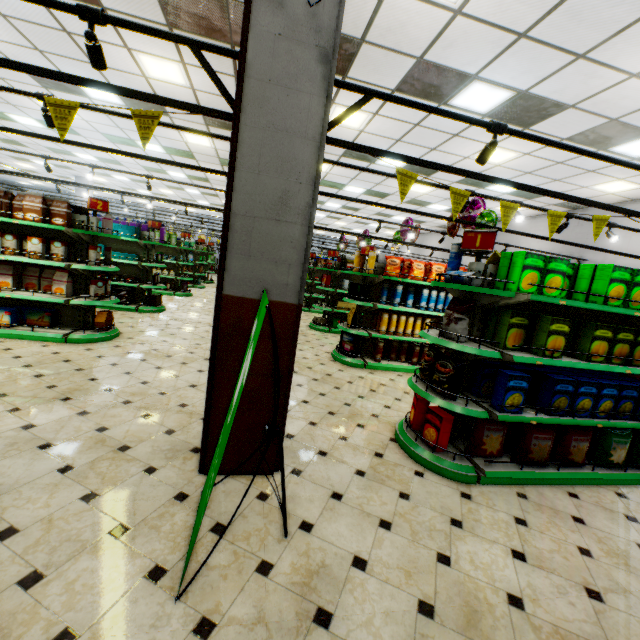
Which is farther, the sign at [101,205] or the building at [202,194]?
the building at [202,194]

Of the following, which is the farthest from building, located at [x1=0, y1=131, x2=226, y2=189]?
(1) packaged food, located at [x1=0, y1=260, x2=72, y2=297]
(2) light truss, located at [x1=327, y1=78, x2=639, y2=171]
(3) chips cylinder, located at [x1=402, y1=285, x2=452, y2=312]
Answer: (3) chips cylinder, located at [x1=402, y1=285, x2=452, y2=312]

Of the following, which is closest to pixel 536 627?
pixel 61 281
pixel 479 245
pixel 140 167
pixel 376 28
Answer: pixel 479 245

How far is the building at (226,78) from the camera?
5.23m

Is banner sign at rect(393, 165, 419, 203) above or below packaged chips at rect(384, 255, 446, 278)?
above

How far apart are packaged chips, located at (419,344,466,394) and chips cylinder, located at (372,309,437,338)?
2.6 meters

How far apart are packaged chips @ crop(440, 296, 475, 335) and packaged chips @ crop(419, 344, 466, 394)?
0.2m

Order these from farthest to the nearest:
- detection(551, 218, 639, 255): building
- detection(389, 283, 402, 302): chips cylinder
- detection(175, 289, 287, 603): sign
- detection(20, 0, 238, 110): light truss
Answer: detection(551, 218, 639, 255): building
detection(389, 283, 402, 302): chips cylinder
detection(20, 0, 238, 110): light truss
detection(175, 289, 287, 603): sign
